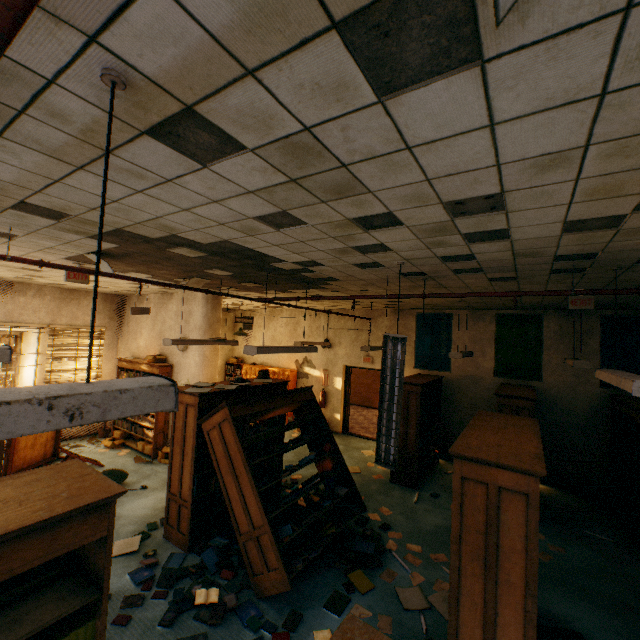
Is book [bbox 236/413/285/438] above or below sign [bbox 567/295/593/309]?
below

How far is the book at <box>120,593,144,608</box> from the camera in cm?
355

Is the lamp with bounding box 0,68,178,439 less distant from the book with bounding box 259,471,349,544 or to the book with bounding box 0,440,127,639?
the book with bounding box 0,440,127,639

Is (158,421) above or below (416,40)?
below

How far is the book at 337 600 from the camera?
3.63m

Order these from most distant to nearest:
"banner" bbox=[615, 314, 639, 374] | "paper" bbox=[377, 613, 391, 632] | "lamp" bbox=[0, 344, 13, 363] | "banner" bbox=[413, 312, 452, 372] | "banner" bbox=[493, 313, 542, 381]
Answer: "banner" bbox=[413, 312, 452, 372] < "banner" bbox=[493, 313, 542, 381] < "banner" bbox=[615, 314, 639, 374] < "paper" bbox=[377, 613, 391, 632] < "lamp" bbox=[0, 344, 13, 363]

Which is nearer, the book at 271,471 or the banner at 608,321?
the book at 271,471

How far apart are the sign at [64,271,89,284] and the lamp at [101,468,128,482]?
3.61m
